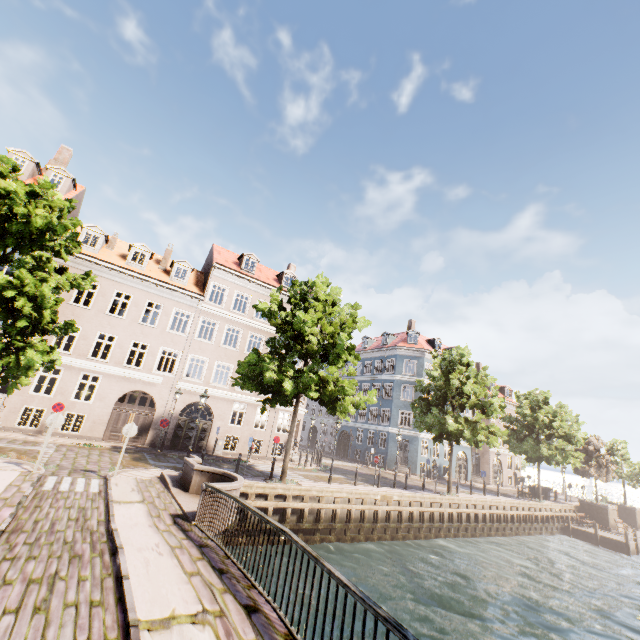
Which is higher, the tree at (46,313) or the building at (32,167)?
the building at (32,167)

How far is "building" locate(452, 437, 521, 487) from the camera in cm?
3869

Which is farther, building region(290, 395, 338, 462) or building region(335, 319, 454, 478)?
building region(335, 319, 454, 478)

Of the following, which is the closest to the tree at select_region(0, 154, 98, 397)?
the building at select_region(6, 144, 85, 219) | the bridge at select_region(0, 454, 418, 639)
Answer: the bridge at select_region(0, 454, 418, 639)

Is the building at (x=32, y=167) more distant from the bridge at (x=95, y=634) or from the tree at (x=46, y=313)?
the bridge at (x=95, y=634)

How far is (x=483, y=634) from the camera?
10.4 meters
